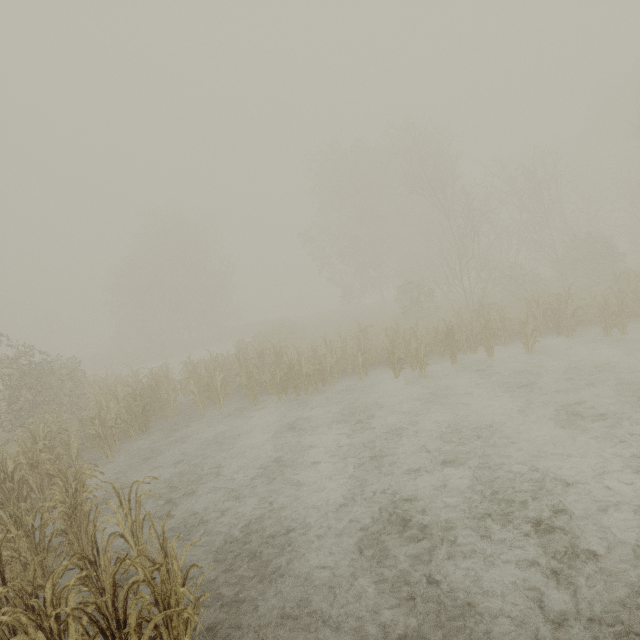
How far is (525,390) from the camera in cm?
909
